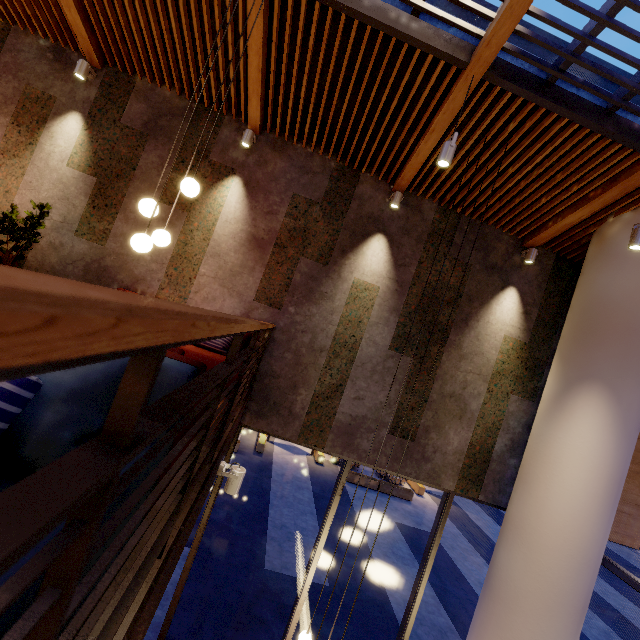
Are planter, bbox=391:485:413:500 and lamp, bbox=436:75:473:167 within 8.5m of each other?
no

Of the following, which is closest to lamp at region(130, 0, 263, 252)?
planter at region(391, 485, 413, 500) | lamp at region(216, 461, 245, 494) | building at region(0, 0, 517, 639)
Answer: building at region(0, 0, 517, 639)

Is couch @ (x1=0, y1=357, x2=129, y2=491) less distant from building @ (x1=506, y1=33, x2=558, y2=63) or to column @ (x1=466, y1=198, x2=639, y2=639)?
building @ (x1=506, y1=33, x2=558, y2=63)

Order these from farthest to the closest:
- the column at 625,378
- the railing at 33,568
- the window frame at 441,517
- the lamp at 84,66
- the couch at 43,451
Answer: the window frame at 441,517, the lamp at 84,66, the column at 625,378, the couch at 43,451, the railing at 33,568

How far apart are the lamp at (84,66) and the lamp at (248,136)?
2.5 meters

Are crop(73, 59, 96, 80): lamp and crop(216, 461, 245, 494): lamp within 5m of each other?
no

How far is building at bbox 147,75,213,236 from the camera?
5.3m

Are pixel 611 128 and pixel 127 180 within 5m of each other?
no
